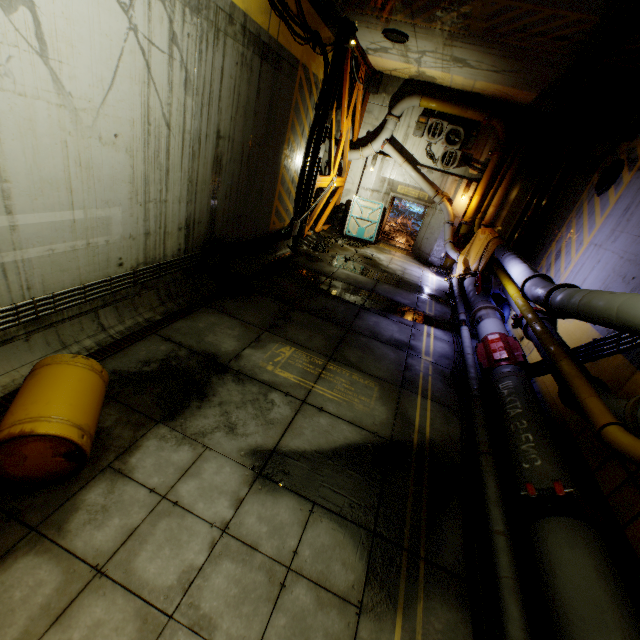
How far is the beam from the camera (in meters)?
10.71

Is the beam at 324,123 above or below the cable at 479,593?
above

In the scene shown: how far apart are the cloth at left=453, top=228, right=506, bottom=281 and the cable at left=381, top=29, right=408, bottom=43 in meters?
6.9 m

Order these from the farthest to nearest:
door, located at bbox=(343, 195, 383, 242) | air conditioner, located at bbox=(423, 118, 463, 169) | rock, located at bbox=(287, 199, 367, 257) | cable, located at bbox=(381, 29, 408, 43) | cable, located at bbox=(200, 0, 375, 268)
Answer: door, located at bbox=(343, 195, 383, 242) → air conditioner, located at bbox=(423, 118, 463, 169) → rock, located at bbox=(287, 199, 367, 257) → cable, located at bbox=(381, 29, 408, 43) → cable, located at bbox=(200, 0, 375, 268)

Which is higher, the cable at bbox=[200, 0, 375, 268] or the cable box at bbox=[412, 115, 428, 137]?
the cable box at bbox=[412, 115, 428, 137]

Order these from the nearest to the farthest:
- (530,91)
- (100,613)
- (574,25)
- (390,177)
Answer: (100,613) → (574,25) → (530,91) → (390,177)

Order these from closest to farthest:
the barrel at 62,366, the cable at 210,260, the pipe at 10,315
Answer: the barrel at 62,366 → the pipe at 10,315 → the cable at 210,260

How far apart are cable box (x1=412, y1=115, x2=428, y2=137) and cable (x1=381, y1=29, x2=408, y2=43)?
4.3m
